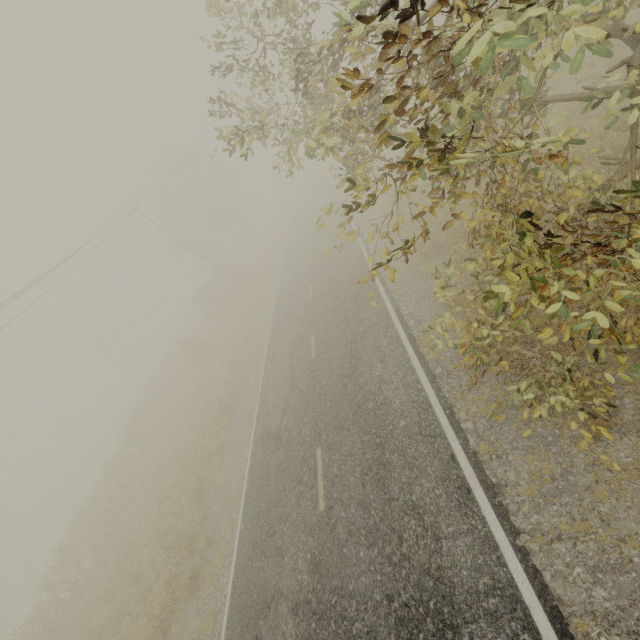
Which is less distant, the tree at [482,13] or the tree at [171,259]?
the tree at [482,13]

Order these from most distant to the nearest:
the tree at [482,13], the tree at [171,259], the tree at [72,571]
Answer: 1. the tree at [171,259]
2. the tree at [72,571]
3. the tree at [482,13]

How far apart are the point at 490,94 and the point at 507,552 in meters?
6.2 m

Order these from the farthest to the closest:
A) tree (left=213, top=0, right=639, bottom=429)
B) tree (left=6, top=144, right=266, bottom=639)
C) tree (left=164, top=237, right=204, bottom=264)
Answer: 1. tree (left=164, top=237, right=204, bottom=264)
2. tree (left=6, top=144, right=266, bottom=639)
3. tree (left=213, top=0, right=639, bottom=429)

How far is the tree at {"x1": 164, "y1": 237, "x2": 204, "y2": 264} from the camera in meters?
31.3 m

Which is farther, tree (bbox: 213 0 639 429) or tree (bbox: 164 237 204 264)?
tree (bbox: 164 237 204 264)
